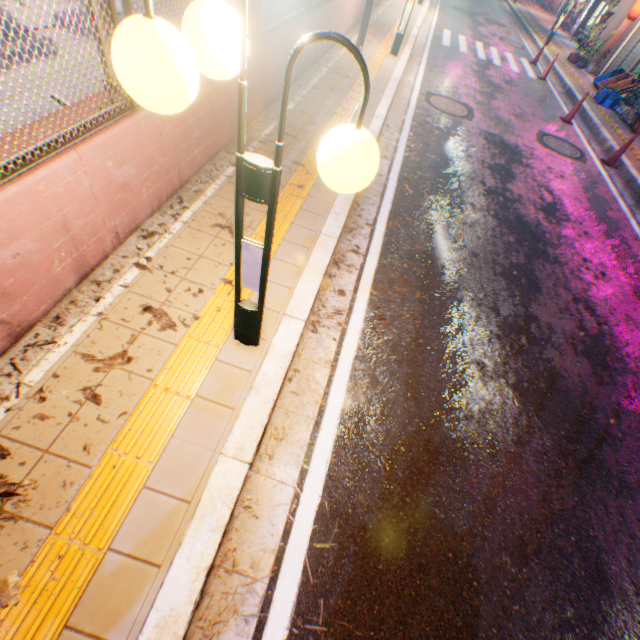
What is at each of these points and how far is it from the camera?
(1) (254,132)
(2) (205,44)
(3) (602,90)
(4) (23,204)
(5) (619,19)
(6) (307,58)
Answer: (1) concrete curb, 5.1 meters
(2) street lamp, 1.3 meters
(3) plastic crate, 11.5 meters
(4) concrete block, 2.1 meters
(5) building, 14.1 meters
(6) concrete block, 6.7 meters

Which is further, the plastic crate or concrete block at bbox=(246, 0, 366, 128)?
the plastic crate

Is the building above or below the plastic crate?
above

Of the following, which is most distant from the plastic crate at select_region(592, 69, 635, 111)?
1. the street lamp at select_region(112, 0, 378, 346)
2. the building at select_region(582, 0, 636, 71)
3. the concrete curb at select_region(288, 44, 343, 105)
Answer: the street lamp at select_region(112, 0, 378, 346)

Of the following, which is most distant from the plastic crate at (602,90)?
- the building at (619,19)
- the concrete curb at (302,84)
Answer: the concrete curb at (302,84)

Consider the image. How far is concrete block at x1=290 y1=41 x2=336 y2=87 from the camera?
6.29m

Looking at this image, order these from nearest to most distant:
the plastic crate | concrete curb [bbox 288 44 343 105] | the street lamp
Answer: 1. the street lamp
2. concrete curb [bbox 288 44 343 105]
3. the plastic crate

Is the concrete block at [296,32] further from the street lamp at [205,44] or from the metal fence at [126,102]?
the street lamp at [205,44]
